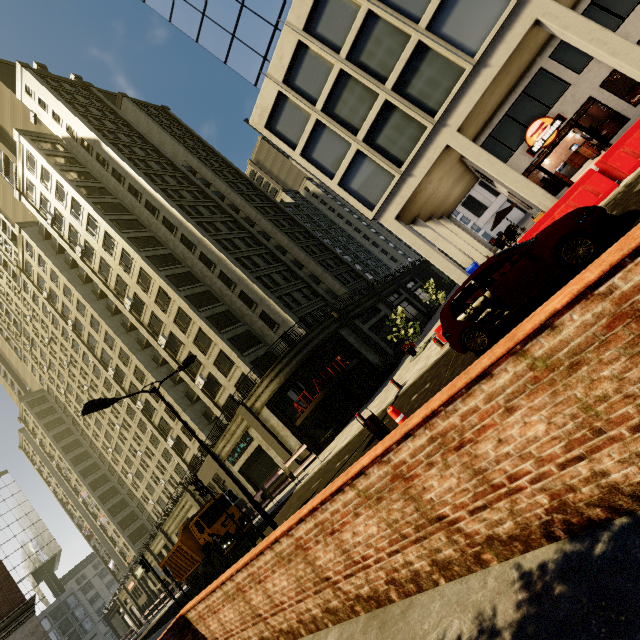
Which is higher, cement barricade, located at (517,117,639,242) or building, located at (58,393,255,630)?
building, located at (58,393,255,630)

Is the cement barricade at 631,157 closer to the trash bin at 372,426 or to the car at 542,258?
the car at 542,258

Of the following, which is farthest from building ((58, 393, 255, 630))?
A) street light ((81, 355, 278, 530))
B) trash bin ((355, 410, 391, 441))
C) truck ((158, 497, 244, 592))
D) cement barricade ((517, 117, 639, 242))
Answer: trash bin ((355, 410, 391, 441))

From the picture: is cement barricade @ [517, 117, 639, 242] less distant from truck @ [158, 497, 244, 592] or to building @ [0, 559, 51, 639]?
building @ [0, 559, 51, 639]

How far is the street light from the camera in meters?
11.3

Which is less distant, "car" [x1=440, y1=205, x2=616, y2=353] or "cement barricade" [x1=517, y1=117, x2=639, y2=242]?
"car" [x1=440, y1=205, x2=616, y2=353]

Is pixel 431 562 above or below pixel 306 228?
below

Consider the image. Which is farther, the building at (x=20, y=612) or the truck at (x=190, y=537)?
the truck at (x=190, y=537)
